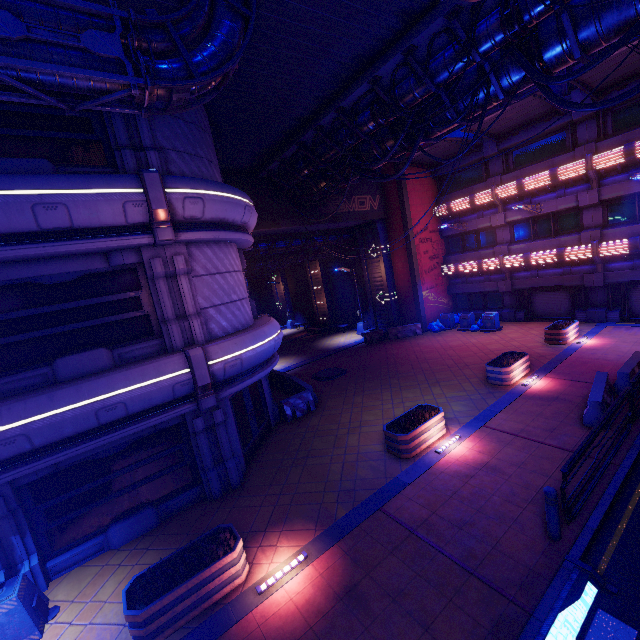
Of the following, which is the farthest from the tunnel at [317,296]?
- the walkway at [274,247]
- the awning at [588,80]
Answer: the awning at [588,80]

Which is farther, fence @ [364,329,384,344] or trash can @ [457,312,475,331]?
fence @ [364,329,384,344]

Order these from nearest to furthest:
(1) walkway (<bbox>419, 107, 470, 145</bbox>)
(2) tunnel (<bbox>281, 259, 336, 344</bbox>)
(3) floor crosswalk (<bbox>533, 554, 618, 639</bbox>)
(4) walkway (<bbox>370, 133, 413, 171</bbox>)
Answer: (3) floor crosswalk (<bbox>533, 554, 618, 639</bbox>) < (1) walkway (<bbox>419, 107, 470, 145</bbox>) < (4) walkway (<bbox>370, 133, 413, 171</bbox>) < (2) tunnel (<bbox>281, 259, 336, 344</bbox>)

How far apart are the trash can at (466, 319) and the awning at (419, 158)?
11.06m

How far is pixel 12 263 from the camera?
7.5 meters

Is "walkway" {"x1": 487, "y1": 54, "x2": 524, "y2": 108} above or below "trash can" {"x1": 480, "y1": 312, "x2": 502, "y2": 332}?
above

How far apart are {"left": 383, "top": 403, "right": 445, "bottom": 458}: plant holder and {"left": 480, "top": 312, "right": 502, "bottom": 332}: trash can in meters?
12.7

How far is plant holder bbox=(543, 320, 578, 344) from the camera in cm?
1661
